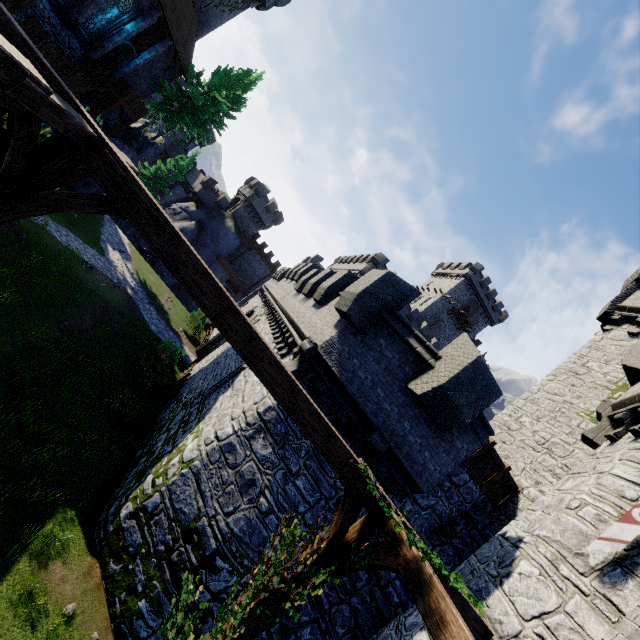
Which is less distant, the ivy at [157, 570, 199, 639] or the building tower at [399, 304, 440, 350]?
the ivy at [157, 570, 199, 639]

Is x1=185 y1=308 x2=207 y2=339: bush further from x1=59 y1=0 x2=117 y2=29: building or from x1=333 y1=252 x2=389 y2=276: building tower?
x1=59 y1=0 x2=117 y2=29: building

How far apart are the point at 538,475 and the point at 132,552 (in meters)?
12.70

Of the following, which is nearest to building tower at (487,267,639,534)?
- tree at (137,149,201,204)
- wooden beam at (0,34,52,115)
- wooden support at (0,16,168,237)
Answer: wooden support at (0,16,168,237)

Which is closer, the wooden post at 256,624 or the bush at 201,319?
the wooden post at 256,624

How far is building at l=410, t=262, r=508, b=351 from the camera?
53.0m

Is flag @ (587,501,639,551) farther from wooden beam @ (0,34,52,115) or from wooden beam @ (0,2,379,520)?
wooden beam @ (0,34,52,115)

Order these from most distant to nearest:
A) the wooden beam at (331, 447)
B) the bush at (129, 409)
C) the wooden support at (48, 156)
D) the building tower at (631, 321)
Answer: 1. the bush at (129, 409)
2. the building tower at (631, 321)
3. the wooden beam at (331, 447)
4. the wooden support at (48, 156)
